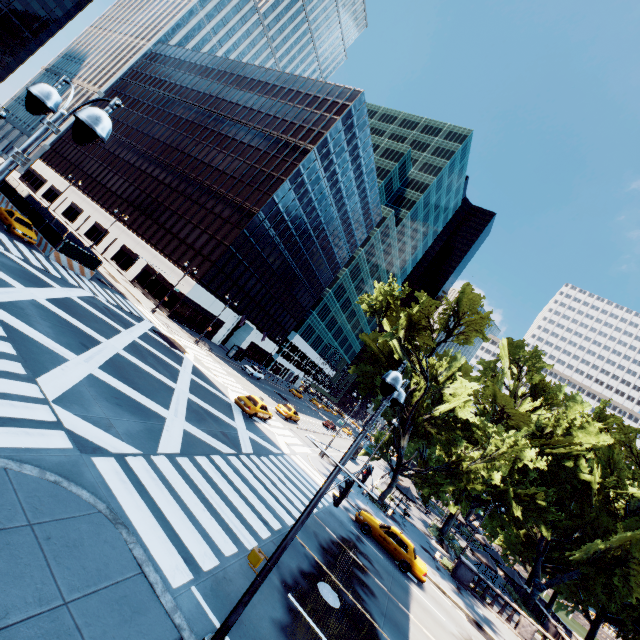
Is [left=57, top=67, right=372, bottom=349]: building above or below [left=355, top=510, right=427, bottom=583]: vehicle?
above

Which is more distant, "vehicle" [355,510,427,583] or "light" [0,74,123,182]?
"vehicle" [355,510,427,583]

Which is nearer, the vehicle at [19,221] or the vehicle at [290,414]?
the vehicle at [19,221]

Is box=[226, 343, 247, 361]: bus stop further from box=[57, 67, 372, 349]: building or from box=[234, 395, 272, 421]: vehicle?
box=[234, 395, 272, 421]: vehicle

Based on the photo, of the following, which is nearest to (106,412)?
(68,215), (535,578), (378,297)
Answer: (378,297)

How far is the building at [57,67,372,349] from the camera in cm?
4678

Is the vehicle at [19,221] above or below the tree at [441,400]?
below

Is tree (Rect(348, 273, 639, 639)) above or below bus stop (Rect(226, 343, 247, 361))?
above
